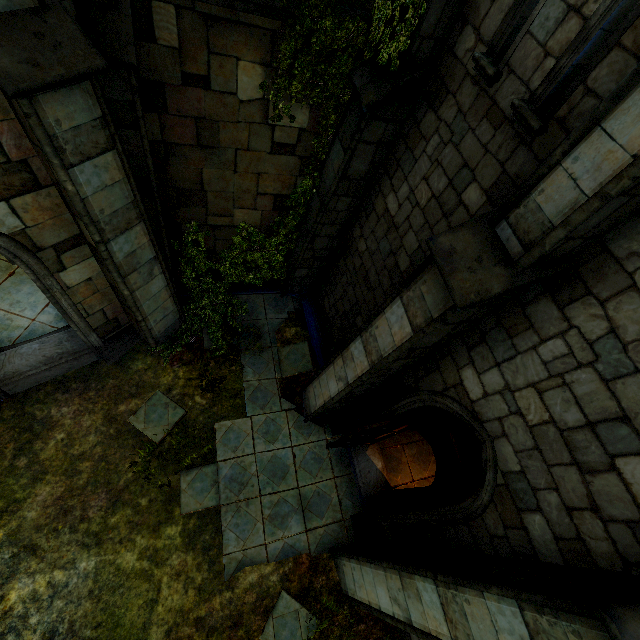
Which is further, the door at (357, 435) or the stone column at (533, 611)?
the door at (357, 435)

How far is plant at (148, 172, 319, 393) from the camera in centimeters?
701cm

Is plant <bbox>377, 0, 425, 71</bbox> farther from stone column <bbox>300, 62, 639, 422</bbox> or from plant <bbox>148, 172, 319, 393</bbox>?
stone column <bbox>300, 62, 639, 422</bbox>

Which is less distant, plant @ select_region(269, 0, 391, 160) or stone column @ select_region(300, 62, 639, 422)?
stone column @ select_region(300, 62, 639, 422)

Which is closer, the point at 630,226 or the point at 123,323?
the point at 630,226

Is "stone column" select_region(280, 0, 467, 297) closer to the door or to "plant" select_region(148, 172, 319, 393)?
"plant" select_region(148, 172, 319, 393)

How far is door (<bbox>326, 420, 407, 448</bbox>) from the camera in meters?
5.2

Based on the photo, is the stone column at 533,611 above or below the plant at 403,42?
below
